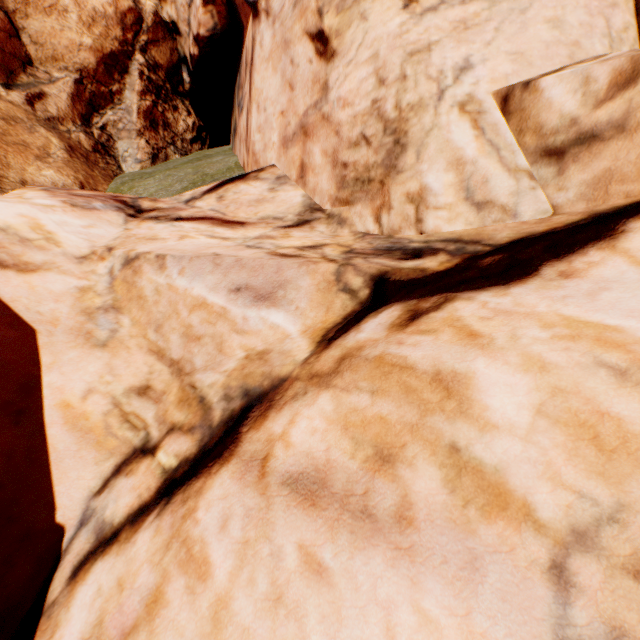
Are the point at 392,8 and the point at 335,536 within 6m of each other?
no
